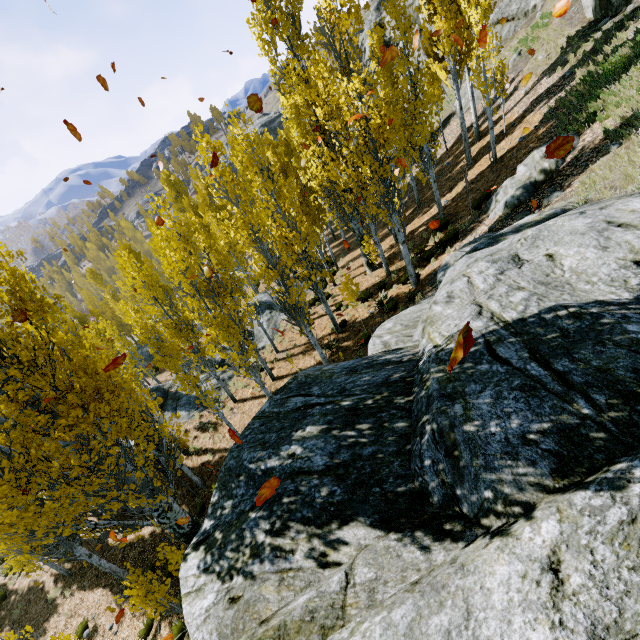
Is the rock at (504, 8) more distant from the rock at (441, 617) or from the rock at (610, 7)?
the rock at (441, 617)

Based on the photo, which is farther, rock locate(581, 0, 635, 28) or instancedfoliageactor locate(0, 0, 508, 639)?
rock locate(581, 0, 635, 28)

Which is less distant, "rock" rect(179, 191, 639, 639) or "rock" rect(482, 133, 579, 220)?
"rock" rect(179, 191, 639, 639)

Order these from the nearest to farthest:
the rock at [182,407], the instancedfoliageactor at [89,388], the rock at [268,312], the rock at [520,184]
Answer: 1. the instancedfoliageactor at [89,388]
2. the rock at [520,184]
3. the rock at [182,407]
4. the rock at [268,312]

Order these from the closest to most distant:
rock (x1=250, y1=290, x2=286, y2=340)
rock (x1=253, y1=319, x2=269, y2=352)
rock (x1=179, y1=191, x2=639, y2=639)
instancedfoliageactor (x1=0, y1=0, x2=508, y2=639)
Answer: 1. rock (x1=179, y1=191, x2=639, y2=639)
2. instancedfoliageactor (x1=0, y1=0, x2=508, y2=639)
3. rock (x1=253, y1=319, x2=269, y2=352)
4. rock (x1=250, y1=290, x2=286, y2=340)

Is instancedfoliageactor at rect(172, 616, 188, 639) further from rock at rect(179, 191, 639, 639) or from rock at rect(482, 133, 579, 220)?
rock at rect(482, 133, 579, 220)

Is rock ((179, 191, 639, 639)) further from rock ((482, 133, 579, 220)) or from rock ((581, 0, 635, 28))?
rock ((482, 133, 579, 220))

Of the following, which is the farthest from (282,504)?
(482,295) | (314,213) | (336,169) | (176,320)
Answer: (314,213)
